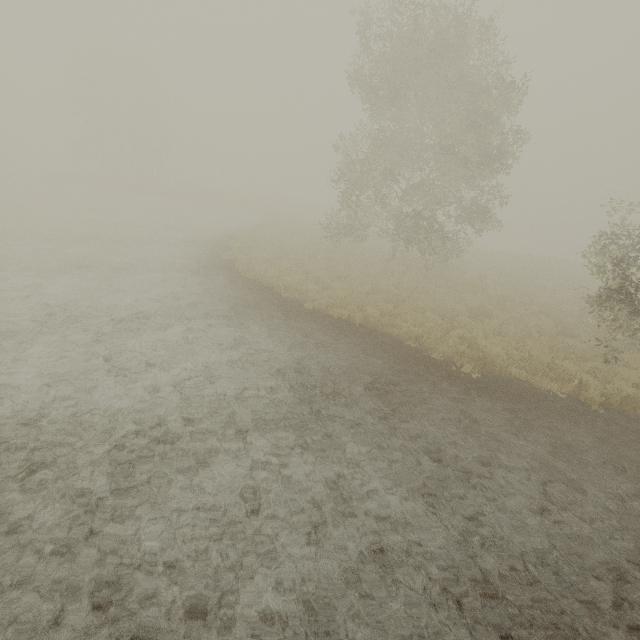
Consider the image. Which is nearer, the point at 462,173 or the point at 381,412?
the point at 381,412
